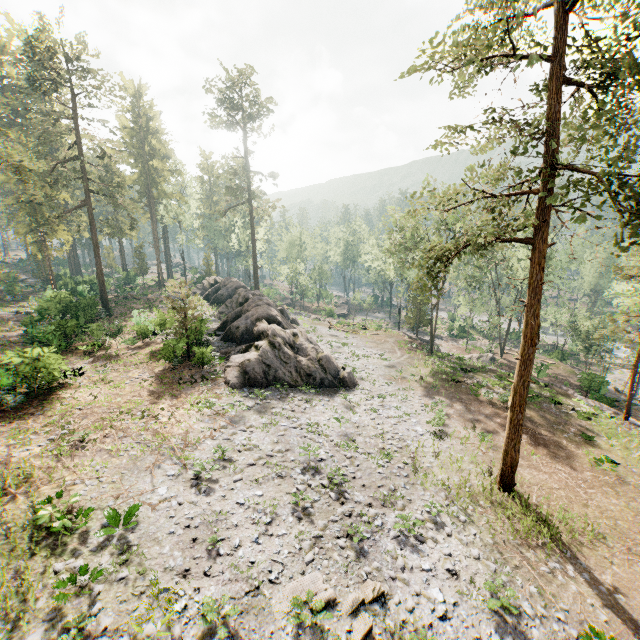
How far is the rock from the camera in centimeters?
2247cm

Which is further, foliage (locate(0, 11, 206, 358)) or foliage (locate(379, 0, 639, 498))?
foliage (locate(0, 11, 206, 358))

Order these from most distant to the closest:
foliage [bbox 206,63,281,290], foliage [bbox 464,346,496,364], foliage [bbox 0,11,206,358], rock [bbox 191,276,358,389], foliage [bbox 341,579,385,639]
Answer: foliage [bbox 206,63,281,290] → foliage [bbox 464,346,496,364] → foliage [bbox 0,11,206,358] → rock [bbox 191,276,358,389] → foliage [bbox 341,579,385,639]

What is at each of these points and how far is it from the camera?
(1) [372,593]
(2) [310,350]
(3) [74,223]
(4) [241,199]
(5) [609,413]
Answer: (1) foliage, 10.73m
(2) rock, 25.08m
(3) foliage, 37.38m
(4) foliage, 45.41m
(5) ground embankment, 26.23m

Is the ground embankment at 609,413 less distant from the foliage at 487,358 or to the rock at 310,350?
the foliage at 487,358

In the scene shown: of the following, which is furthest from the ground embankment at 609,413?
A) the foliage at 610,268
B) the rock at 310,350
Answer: the rock at 310,350

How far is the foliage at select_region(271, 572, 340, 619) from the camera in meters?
9.7

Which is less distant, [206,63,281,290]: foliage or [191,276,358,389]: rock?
[191,276,358,389]: rock
